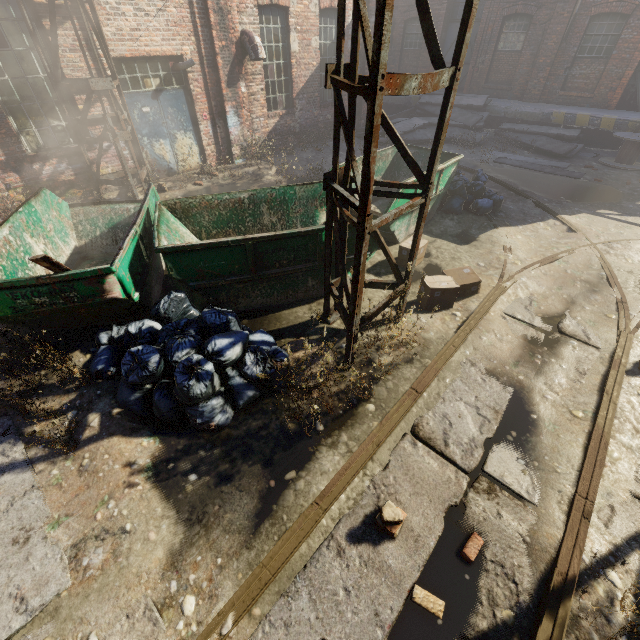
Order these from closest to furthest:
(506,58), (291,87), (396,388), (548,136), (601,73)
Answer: (396,388)
(291,87)
(601,73)
(548,136)
(506,58)

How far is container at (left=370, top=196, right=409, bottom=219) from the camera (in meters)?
6.17

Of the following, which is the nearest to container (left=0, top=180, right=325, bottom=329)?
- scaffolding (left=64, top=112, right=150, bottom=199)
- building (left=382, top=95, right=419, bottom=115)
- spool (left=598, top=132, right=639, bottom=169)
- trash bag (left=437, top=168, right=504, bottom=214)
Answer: trash bag (left=437, top=168, right=504, bottom=214)

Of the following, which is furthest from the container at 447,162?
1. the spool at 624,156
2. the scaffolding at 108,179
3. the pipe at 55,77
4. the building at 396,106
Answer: the building at 396,106

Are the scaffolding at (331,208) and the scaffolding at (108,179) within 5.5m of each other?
no

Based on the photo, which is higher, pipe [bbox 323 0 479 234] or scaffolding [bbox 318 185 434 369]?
pipe [bbox 323 0 479 234]

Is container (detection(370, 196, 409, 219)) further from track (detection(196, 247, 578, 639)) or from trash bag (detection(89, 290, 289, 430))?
track (detection(196, 247, 578, 639))

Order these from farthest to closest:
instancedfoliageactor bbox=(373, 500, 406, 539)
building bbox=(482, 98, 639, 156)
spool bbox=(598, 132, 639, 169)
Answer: building bbox=(482, 98, 639, 156) → spool bbox=(598, 132, 639, 169) → instancedfoliageactor bbox=(373, 500, 406, 539)
